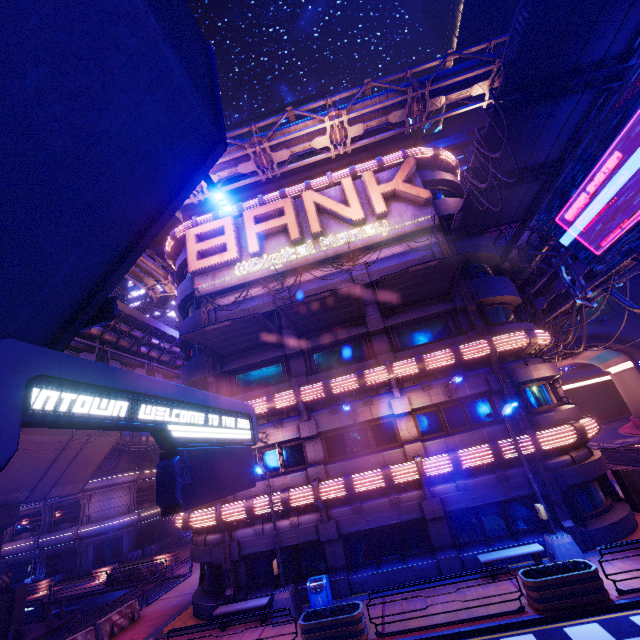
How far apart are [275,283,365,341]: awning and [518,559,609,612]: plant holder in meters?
11.8 m

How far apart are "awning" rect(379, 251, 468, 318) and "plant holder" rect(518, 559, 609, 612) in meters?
11.5 m

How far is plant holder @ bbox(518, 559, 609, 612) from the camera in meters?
9.8

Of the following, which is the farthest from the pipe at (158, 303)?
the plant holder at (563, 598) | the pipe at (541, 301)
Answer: the plant holder at (563, 598)

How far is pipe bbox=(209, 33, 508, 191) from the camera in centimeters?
1869cm

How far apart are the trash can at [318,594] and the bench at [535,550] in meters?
6.1 m

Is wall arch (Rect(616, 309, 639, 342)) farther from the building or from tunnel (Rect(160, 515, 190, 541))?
tunnel (Rect(160, 515, 190, 541))

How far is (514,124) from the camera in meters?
12.3 m
